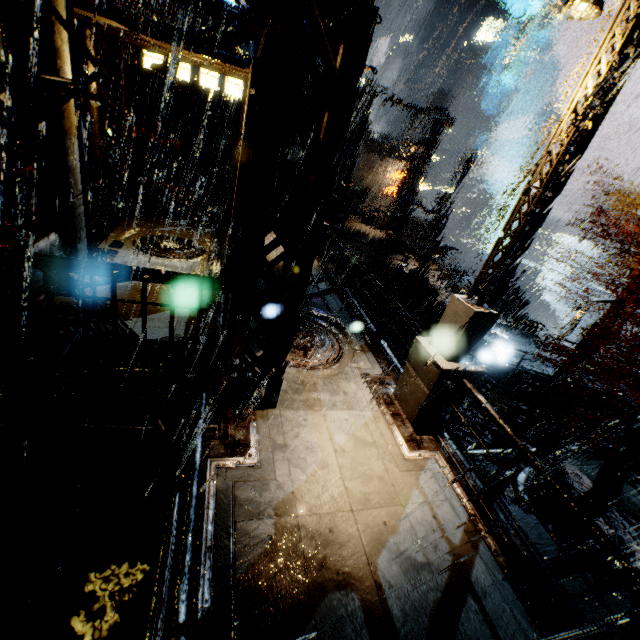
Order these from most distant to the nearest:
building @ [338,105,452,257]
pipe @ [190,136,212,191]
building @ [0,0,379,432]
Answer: building @ [338,105,452,257]
pipe @ [190,136,212,191]
building @ [0,0,379,432]

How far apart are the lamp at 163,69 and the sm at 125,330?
5.9 meters

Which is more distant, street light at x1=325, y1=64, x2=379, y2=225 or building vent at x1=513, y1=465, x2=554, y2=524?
street light at x1=325, y1=64, x2=379, y2=225

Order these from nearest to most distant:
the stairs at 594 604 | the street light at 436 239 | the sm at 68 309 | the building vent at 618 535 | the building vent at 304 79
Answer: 1. the stairs at 594 604
2. the sm at 68 309
3. the building vent at 618 535
4. the street light at 436 239
5. the building vent at 304 79

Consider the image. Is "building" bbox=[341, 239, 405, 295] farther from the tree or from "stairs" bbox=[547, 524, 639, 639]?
the tree

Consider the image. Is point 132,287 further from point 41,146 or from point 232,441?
point 232,441

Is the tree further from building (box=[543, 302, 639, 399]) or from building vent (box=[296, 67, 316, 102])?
building vent (box=[296, 67, 316, 102])

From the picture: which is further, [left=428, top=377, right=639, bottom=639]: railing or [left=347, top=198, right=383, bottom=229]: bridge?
[left=347, top=198, right=383, bottom=229]: bridge
